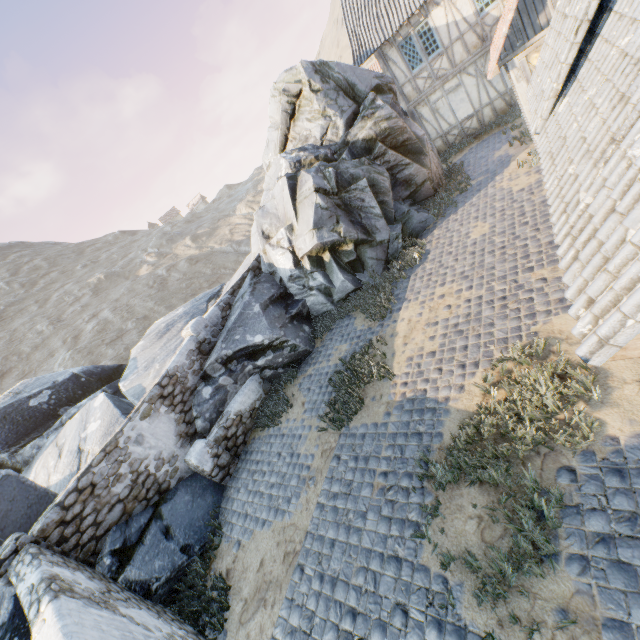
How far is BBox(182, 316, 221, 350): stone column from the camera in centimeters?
1018cm

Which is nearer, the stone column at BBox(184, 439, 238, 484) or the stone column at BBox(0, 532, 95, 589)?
the stone column at BBox(0, 532, 95, 589)

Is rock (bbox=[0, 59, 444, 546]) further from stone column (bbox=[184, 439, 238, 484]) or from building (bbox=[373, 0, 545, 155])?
building (bbox=[373, 0, 545, 155])

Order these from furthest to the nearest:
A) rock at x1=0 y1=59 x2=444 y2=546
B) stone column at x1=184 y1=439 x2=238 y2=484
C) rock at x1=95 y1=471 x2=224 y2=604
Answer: rock at x1=0 y1=59 x2=444 y2=546, stone column at x1=184 y1=439 x2=238 y2=484, rock at x1=95 y1=471 x2=224 y2=604

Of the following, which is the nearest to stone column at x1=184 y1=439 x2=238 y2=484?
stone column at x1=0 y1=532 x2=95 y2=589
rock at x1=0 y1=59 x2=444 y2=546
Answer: rock at x1=0 y1=59 x2=444 y2=546

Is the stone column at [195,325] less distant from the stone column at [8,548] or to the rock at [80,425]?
the rock at [80,425]

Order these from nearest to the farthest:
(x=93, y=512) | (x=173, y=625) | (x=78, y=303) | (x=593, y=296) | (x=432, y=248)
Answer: (x=593, y=296) < (x=173, y=625) < (x=93, y=512) < (x=432, y=248) < (x=78, y=303)

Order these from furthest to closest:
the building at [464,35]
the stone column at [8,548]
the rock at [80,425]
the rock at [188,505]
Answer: the building at [464,35]
the rock at [80,425]
the rock at [188,505]
the stone column at [8,548]
